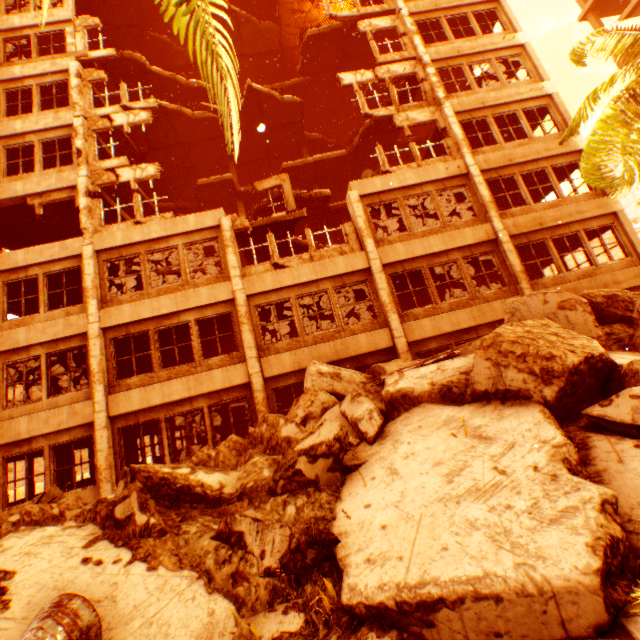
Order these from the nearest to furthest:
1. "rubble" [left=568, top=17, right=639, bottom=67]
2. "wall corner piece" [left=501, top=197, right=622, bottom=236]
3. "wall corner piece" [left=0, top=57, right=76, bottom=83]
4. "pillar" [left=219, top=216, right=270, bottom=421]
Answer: "rubble" [left=568, top=17, right=639, bottom=67] → "pillar" [left=219, top=216, right=270, bottom=421] → "wall corner piece" [left=501, top=197, right=622, bottom=236] → "wall corner piece" [left=0, top=57, right=76, bottom=83]

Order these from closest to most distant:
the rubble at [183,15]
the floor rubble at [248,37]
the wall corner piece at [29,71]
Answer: the rubble at [183,15], the wall corner piece at [29,71], the floor rubble at [248,37]

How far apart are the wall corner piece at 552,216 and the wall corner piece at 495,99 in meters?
5.2

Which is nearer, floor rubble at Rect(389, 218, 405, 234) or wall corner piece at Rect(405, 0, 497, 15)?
wall corner piece at Rect(405, 0, 497, 15)

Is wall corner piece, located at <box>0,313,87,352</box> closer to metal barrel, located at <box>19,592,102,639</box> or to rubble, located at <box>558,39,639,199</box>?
rubble, located at <box>558,39,639,199</box>

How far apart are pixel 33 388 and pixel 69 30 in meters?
59.1

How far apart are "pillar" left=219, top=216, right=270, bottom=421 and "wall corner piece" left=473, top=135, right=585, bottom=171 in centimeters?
998cm

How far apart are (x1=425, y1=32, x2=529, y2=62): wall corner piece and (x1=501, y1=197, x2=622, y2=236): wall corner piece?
8.2m
